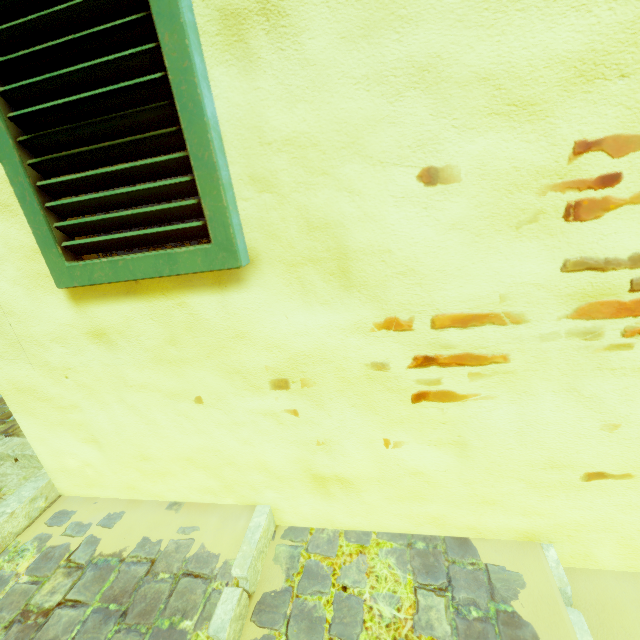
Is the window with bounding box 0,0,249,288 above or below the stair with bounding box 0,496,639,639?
above

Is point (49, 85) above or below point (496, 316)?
above

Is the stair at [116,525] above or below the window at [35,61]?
below
